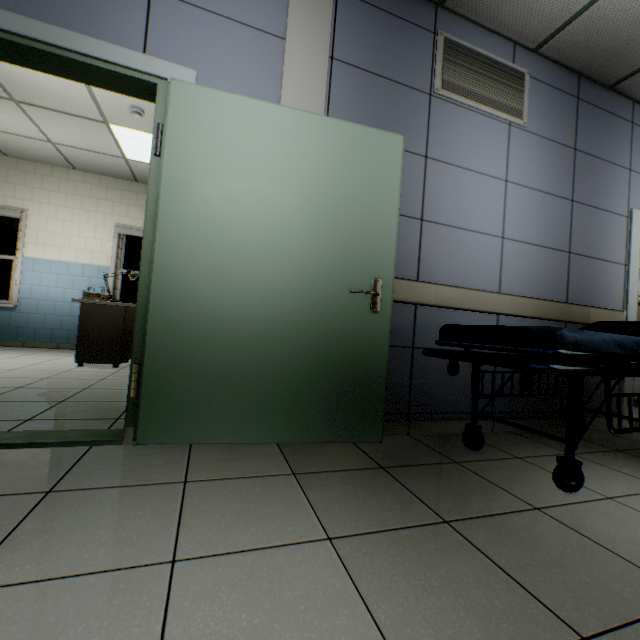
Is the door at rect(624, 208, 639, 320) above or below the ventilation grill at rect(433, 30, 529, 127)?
below

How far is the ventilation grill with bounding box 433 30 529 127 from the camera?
2.5 meters

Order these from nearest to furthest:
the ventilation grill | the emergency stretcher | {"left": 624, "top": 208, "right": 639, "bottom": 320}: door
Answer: the emergency stretcher < the ventilation grill < {"left": 624, "top": 208, "right": 639, "bottom": 320}: door

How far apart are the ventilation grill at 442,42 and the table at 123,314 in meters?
3.6

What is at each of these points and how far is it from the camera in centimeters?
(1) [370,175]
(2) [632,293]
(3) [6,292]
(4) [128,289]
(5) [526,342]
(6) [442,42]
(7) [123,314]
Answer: (1) door, 206cm
(2) door, 322cm
(3) window, 568cm
(4) window, 629cm
(5) emergency stretcher, 160cm
(6) ventilation grill, 249cm
(7) table, 426cm

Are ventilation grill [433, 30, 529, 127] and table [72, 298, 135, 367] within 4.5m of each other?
yes

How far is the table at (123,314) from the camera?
4.11m

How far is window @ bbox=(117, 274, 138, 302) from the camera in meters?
6.2
